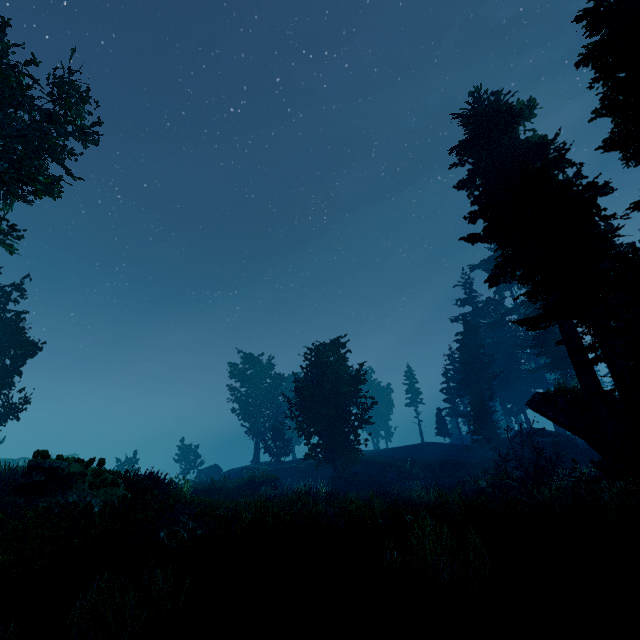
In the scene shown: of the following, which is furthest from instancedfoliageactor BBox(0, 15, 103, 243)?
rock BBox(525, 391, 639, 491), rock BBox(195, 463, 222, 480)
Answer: rock BBox(195, 463, 222, 480)

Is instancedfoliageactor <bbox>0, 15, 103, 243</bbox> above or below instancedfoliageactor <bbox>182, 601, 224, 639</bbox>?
above

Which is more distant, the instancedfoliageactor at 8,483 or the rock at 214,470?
the rock at 214,470

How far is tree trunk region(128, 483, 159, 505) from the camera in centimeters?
1181cm

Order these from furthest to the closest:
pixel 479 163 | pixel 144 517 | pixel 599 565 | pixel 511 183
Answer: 1. pixel 479 163
2. pixel 511 183
3. pixel 144 517
4. pixel 599 565

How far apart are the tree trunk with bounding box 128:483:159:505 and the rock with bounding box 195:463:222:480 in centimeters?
3224cm

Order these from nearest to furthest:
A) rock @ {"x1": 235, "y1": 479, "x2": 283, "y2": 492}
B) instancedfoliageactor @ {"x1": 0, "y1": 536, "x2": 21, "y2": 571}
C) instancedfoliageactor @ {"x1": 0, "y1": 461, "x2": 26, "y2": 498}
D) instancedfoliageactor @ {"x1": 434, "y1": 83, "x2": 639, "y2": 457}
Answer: instancedfoliageactor @ {"x1": 0, "y1": 536, "x2": 21, "y2": 571}, instancedfoliageactor @ {"x1": 434, "y1": 83, "x2": 639, "y2": 457}, instancedfoliageactor @ {"x1": 0, "y1": 461, "x2": 26, "y2": 498}, rock @ {"x1": 235, "y1": 479, "x2": 283, "y2": 492}

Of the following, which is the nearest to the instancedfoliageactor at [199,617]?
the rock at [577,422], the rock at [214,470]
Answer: the rock at [577,422]
